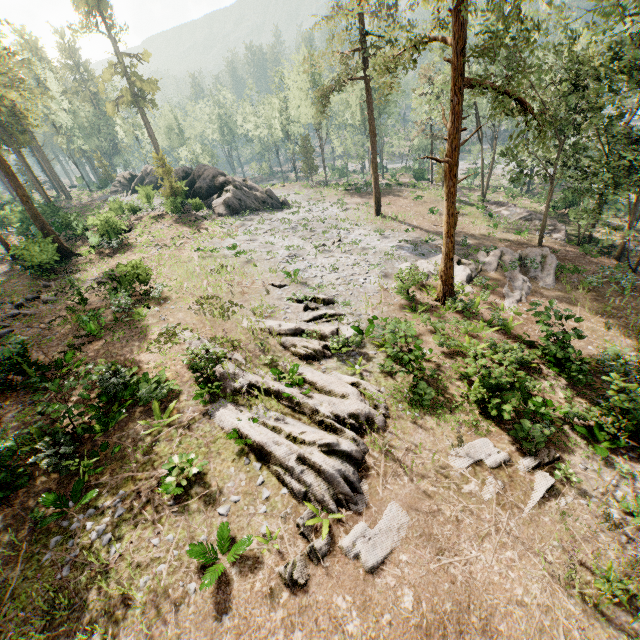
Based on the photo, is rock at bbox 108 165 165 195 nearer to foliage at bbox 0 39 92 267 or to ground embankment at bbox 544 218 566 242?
foliage at bbox 0 39 92 267

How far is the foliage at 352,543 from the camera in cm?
827

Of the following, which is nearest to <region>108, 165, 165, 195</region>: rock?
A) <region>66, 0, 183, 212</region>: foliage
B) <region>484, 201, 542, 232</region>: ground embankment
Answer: <region>66, 0, 183, 212</region>: foliage

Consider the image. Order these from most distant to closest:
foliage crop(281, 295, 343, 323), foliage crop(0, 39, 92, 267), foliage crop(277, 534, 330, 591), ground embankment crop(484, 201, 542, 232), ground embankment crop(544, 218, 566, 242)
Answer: ground embankment crop(484, 201, 542, 232)
ground embankment crop(544, 218, 566, 242)
foliage crop(0, 39, 92, 267)
foliage crop(281, 295, 343, 323)
foliage crop(277, 534, 330, 591)

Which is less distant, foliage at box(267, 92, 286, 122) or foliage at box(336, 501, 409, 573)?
foliage at box(336, 501, 409, 573)

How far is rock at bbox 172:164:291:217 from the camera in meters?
35.4

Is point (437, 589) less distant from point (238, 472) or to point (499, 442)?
point (499, 442)

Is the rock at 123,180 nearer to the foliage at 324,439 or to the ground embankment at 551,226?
the foliage at 324,439
